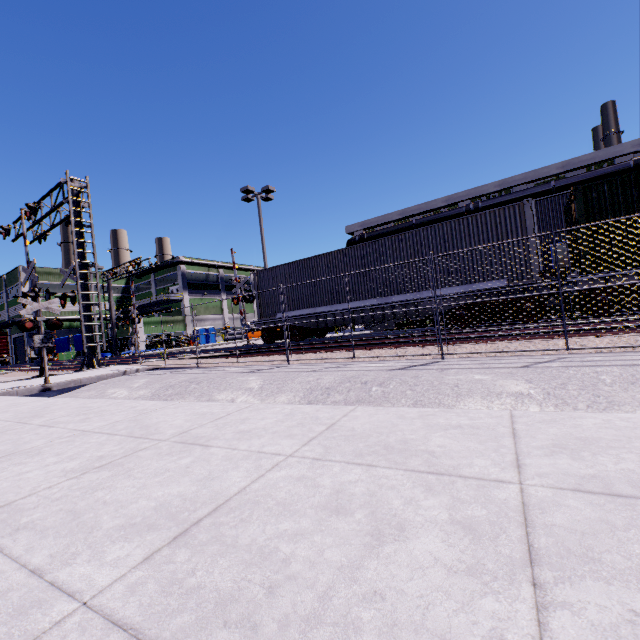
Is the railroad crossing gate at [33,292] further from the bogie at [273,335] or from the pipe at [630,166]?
the pipe at [630,166]

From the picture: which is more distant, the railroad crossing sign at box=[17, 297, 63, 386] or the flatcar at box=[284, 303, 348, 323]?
the flatcar at box=[284, 303, 348, 323]

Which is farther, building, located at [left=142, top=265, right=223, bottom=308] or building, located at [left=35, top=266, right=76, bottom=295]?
building, located at [left=142, top=265, right=223, bottom=308]

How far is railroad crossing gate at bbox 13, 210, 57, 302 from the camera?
13.5m

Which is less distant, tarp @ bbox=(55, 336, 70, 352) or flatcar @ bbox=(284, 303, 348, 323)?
flatcar @ bbox=(284, 303, 348, 323)

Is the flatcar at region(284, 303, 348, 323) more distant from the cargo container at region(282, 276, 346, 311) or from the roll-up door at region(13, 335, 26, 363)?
the roll-up door at region(13, 335, 26, 363)

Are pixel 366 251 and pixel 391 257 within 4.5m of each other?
yes

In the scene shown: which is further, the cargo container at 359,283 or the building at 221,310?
the building at 221,310
